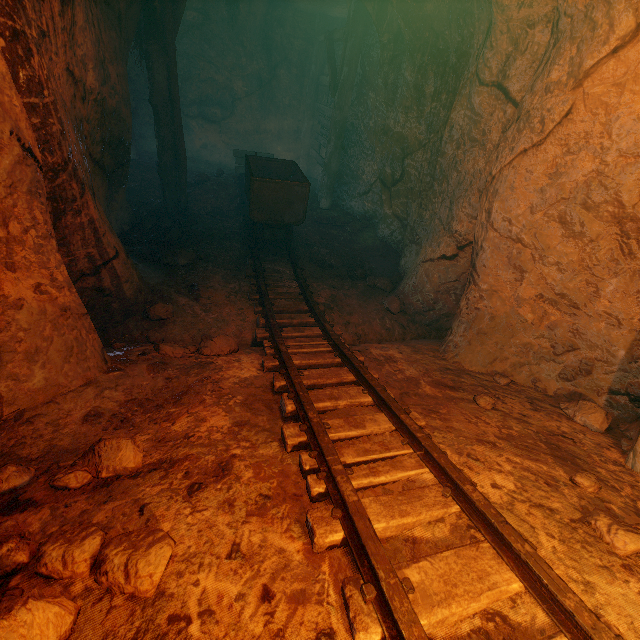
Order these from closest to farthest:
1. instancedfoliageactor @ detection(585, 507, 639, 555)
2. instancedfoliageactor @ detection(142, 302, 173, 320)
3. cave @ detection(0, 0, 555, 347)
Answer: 1. instancedfoliageactor @ detection(585, 507, 639, 555)
2. cave @ detection(0, 0, 555, 347)
3. instancedfoliageactor @ detection(142, 302, 173, 320)

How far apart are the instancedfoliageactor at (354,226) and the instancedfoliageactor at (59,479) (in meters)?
7.22

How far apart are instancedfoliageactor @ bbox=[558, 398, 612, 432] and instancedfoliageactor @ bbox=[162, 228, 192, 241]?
6.3 meters

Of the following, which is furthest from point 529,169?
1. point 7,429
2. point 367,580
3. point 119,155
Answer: point 119,155

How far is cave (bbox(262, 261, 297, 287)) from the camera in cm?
565

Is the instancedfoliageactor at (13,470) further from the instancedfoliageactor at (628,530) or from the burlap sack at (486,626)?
the instancedfoliageactor at (628,530)

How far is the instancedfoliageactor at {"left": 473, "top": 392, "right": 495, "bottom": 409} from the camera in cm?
310

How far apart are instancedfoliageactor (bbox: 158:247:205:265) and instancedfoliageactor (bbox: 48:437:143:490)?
3.91m
